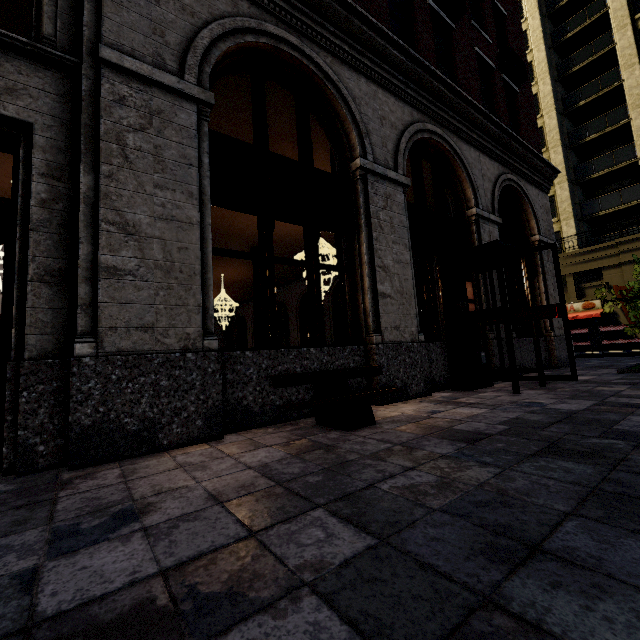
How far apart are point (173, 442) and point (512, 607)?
3.2m

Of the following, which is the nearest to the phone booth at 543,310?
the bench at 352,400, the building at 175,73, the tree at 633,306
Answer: the building at 175,73

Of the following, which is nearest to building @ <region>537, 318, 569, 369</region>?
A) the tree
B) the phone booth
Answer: the phone booth

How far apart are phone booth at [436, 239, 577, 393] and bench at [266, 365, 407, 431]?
2.4 meters

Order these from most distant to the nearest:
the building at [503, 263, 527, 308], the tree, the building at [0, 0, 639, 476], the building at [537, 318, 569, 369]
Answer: the building at [537, 318, 569, 369] < the building at [503, 263, 527, 308] < the tree < the building at [0, 0, 639, 476]

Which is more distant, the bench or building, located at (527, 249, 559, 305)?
building, located at (527, 249, 559, 305)

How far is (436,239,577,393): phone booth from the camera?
5.4m

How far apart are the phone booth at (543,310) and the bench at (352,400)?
2.44m
